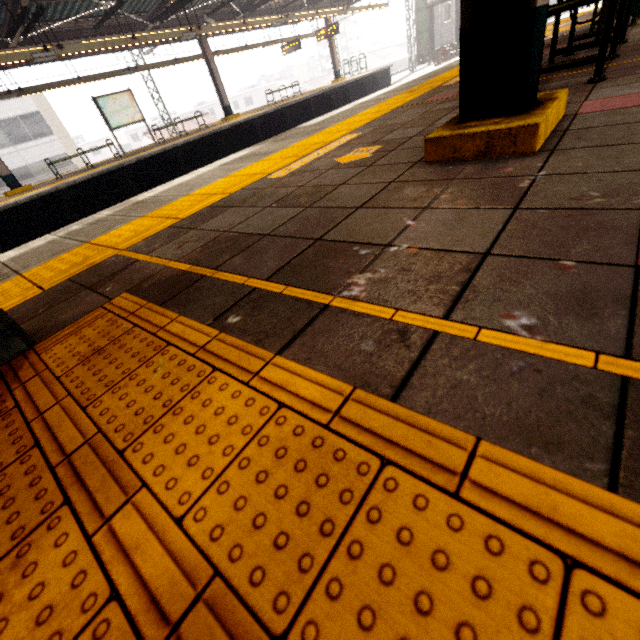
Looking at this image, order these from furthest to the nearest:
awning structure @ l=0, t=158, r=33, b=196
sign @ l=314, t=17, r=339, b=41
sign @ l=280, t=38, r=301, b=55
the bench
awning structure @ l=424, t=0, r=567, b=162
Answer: sign @ l=280, t=38, r=301, b=55, sign @ l=314, t=17, r=339, b=41, awning structure @ l=0, t=158, r=33, b=196, the bench, awning structure @ l=424, t=0, r=567, b=162

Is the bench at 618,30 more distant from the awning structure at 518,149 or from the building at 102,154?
the building at 102,154

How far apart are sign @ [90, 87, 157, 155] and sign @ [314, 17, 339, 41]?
11.9 meters

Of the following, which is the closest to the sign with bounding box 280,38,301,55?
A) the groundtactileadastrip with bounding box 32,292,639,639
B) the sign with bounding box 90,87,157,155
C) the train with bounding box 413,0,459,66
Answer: the train with bounding box 413,0,459,66

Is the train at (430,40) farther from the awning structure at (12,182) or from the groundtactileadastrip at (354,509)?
the groundtactileadastrip at (354,509)

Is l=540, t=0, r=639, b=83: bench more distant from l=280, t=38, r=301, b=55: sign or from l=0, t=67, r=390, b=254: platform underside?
l=280, t=38, r=301, b=55: sign

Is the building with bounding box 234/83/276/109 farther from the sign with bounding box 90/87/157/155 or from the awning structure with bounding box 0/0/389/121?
the sign with bounding box 90/87/157/155

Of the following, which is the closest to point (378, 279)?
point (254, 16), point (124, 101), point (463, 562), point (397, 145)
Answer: point (463, 562)
